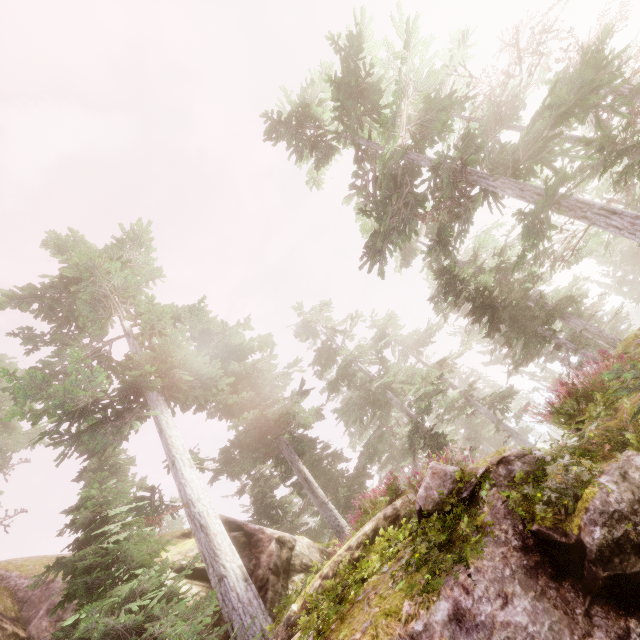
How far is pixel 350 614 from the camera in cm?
527

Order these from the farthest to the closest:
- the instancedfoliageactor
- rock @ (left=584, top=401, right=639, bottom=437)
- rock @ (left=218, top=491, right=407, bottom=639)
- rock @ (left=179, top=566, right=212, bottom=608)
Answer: rock @ (left=179, top=566, right=212, bottom=608) < rock @ (left=218, top=491, right=407, bottom=639) < the instancedfoliageactor < rock @ (left=584, top=401, right=639, bottom=437)

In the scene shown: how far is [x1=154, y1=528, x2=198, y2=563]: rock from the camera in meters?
11.3 m

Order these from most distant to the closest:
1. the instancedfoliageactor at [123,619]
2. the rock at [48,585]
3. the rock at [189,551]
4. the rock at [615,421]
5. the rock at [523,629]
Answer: the rock at [189,551], the rock at [48,585], the instancedfoliageactor at [123,619], the rock at [615,421], the rock at [523,629]

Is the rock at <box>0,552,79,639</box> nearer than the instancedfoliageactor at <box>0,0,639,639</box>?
No

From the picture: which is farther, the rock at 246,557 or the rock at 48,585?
the rock at 48,585

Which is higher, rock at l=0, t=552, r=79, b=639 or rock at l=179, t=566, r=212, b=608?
rock at l=0, t=552, r=79, b=639
